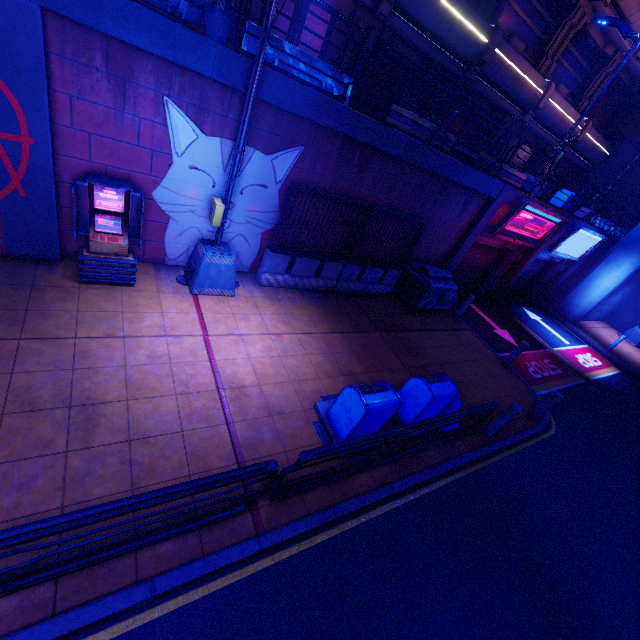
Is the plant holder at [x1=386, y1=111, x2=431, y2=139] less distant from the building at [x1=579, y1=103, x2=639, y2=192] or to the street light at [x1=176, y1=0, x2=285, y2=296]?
the street light at [x1=176, y1=0, x2=285, y2=296]

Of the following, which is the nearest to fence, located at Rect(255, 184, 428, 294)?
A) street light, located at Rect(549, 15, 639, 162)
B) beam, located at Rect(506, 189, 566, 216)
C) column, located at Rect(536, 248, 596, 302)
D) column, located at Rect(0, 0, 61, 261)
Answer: beam, located at Rect(506, 189, 566, 216)

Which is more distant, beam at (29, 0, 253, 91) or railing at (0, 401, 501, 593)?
beam at (29, 0, 253, 91)

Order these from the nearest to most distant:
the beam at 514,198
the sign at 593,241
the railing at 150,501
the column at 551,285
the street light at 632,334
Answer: the railing at 150,501 → the beam at 514,198 → the sign at 593,241 → the column at 551,285 → the street light at 632,334

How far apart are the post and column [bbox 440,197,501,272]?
6.7 meters

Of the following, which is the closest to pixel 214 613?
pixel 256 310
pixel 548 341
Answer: pixel 256 310

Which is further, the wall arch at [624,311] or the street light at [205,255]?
the wall arch at [624,311]

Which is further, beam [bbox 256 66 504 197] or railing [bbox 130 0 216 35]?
beam [bbox 256 66 504 197]
